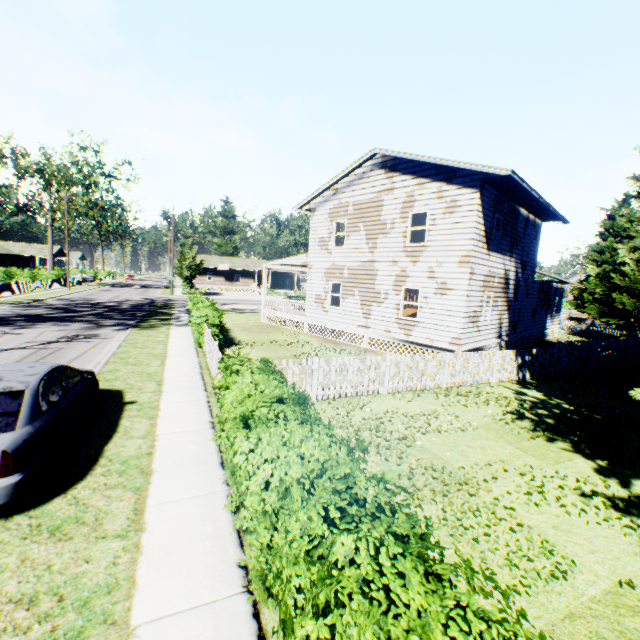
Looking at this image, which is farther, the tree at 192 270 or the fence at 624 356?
the tree at 192 270

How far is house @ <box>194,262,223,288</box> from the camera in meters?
58.4

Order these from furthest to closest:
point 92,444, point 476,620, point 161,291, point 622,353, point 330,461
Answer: point 161,291 < point 622,353 < point 92,444 < point 330,461 < point 476,620

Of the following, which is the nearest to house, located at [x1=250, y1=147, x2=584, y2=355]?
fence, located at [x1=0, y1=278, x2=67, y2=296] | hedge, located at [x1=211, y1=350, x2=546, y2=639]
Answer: hedge, located at [x1=211, y1=350, x2=546, y2=639]

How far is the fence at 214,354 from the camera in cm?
954

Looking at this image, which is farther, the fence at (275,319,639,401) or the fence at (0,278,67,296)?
the fence at (0,278,67,296)

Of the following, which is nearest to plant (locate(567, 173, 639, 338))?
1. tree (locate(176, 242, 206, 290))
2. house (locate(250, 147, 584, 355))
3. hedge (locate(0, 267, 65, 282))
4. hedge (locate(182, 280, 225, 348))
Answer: house (locate(250, 147, 584, 355))

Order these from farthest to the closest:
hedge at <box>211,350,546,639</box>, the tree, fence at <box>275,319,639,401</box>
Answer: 1. the tree
2. fence at <box>275,319,639,401</box>
3. hedge at <box>211,350,546,639</box>
